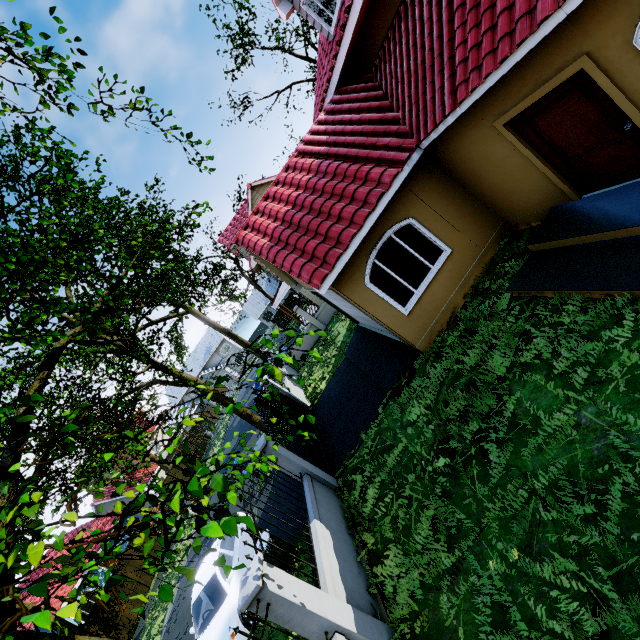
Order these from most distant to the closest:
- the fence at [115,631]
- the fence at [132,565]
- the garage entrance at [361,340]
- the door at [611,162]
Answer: the fence at [132,565]
the fence at [115,631]
the garage entrance at [361,340]
the door at [611,162]

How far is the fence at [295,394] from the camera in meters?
13.5

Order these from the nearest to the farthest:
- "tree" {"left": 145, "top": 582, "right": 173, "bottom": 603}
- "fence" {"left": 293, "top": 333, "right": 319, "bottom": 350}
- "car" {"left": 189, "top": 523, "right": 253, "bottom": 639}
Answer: "tree" {"left": 145, "top": 582, "right": 173, "bottom": 603}
"car" {"left": 189, "top": 523, "right": 253, "bottom": 639}
"fence" {"left": 293, "top": 333, "right": 319, "bottom": 350}

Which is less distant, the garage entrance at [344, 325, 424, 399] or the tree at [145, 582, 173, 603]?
the tree at [145, 582, 173, 603]

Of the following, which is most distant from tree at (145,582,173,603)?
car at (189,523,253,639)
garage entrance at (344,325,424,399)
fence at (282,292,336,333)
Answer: garage entrance at (344,325,424,399)

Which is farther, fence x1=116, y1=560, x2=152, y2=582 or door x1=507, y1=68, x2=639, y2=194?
fence x1=116, y1=560, x2=152, y2=582

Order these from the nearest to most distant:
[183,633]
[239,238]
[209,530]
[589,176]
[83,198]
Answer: [209,530]
[589,176]
[83,198]
[239,238]
[183,633]

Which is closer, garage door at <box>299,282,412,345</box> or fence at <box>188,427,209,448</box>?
garage door at <box>299,282,412,345</box>
